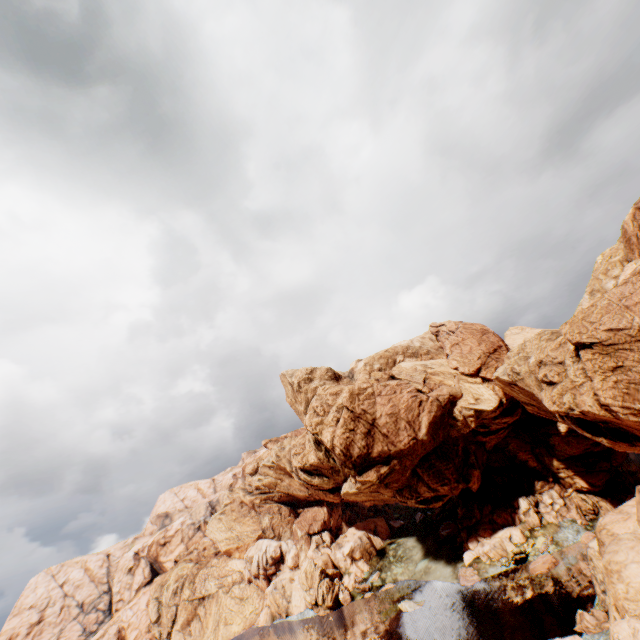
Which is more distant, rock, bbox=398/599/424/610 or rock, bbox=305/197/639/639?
rock, bbox=398/599/424/610

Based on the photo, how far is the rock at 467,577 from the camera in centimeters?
4912cm

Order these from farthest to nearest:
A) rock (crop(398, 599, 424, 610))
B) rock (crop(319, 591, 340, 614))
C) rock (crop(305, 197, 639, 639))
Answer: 1. rock (crop(319, 591, 340, 614))
2. rock (crop(398, 599, 424, 610))
3. rock (crop(305, 197, 639, 639))

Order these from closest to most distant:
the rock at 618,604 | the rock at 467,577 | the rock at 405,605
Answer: the rock at 618,604 → the rock at 405,605 → the rock at 467,577

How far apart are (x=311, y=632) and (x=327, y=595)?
6.5m

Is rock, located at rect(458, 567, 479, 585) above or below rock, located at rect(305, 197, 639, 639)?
below
